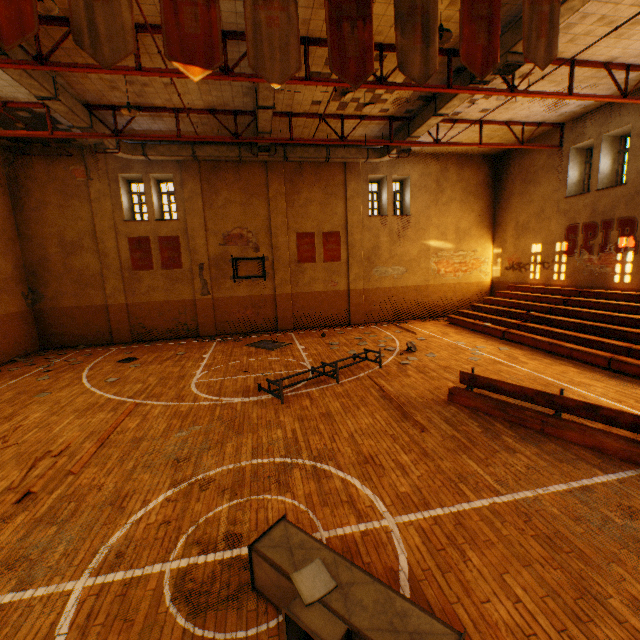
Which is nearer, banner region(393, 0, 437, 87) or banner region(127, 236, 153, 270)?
banner region(393, 0, 437, 87)

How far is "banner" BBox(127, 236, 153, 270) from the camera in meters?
15.2 m

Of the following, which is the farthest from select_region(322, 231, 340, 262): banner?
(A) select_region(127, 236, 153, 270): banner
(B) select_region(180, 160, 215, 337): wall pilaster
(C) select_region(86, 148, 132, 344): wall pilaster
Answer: (C) select_region(86, 148, 132, 344): wall pilaster

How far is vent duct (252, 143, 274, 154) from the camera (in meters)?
12.64

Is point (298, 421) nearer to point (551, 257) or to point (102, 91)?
point (102, 91)

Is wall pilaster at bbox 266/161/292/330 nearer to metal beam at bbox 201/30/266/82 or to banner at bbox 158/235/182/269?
banner at bbox 158/235/182/269

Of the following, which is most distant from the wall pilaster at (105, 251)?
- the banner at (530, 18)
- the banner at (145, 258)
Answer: the banner at (530, 18)

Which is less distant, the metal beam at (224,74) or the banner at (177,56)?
the banner at (177,56)
